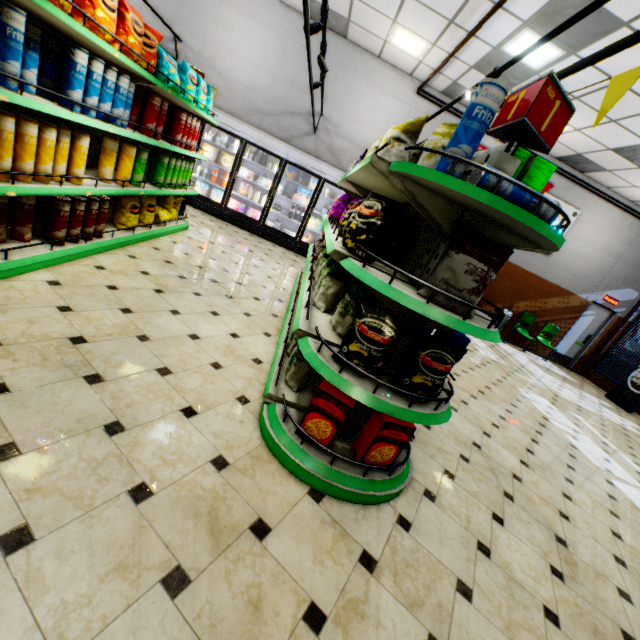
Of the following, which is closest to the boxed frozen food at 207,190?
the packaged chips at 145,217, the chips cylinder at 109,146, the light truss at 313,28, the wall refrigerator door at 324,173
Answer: the wall refrigerator door at 324,173

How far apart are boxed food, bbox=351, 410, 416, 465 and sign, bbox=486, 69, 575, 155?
1.74m

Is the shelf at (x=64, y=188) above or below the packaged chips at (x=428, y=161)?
below

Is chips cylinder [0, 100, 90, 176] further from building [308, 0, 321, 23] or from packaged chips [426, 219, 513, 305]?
packaged chips [426, 219, 513, 305]

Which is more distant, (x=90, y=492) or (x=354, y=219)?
(x=354, y=219)

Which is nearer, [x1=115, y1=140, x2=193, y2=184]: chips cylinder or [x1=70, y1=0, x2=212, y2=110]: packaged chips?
[x1=70, y1=0, x2=212, y2=110]: packaged chips

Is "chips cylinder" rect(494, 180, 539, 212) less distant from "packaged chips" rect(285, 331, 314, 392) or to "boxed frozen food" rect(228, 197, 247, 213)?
"packaged chips" rect(285, 331, 314, 392)

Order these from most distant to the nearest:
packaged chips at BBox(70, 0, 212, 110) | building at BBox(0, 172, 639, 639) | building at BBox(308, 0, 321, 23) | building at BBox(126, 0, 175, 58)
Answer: building at BBox(126, 0, 175, 58) → building at BBox(308, 0, 321, 23) → packaged chips at BBox(70, 0, 212, 110) → building at BBox(0, 172, 639, 639)
